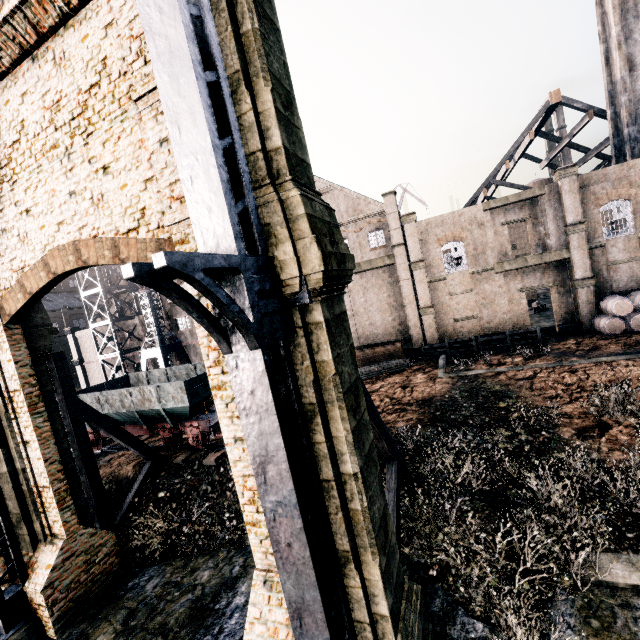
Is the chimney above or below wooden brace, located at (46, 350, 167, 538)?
above

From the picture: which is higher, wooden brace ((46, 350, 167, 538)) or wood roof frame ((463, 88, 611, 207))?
wood roof frame ((463, 88, 611, 207))

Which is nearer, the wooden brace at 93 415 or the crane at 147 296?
the wooden brace at 93 415

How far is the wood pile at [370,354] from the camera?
27.4m

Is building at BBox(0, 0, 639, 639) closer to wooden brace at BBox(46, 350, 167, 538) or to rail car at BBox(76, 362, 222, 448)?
rail car at BBox(76, 362, 222, 448)

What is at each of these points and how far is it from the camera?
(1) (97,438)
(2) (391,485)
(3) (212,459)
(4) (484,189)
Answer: (1) rail car, 20.3m
(2) wooden brace, 10.7m
(3) railway, 15.5m
(4) wood roof frame, 35.4m

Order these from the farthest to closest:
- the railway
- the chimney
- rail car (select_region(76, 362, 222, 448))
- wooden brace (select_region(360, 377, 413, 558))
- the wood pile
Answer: the wood pile, the chimney, rail car (select_region(76, 362, 222, 448)), the railway, wooden brace (select_region(360, 377, 413, 558))

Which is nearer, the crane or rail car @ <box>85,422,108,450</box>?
rail car @ <box>85,422,108,450</box>
